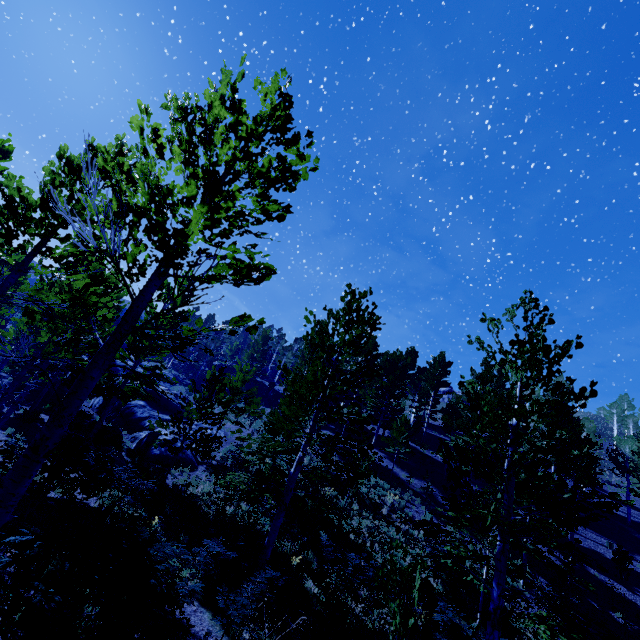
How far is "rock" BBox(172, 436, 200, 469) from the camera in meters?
17.6 m

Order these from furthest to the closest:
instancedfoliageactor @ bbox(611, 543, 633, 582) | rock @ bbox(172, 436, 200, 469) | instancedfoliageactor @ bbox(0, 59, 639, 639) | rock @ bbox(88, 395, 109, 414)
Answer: rock @ bbox(88, 395, 109, 414) < rock @ bbox(172, 436, 200, 469) < instancedfoliageactor @ bbox(611, 543, 633, 582) < instancedfoliageactor @ bbox(0, 59, 639, 639)

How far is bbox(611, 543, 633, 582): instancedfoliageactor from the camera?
16.75m

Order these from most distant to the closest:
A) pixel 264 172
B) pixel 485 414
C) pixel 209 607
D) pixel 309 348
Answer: pixel 309 348 → pixel 485 414 → pixel 209 607 → pixel 264 172

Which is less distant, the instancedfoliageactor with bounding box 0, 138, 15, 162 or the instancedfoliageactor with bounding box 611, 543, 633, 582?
the instancedfoliageactor with bounding box 0, 138, 15, 162

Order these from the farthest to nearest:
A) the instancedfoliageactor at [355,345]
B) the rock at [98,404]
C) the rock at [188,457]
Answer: the rock at [98,404], the rock at [188,457], the instancedfoliageactor at [355,345]

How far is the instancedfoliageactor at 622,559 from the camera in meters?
16.8

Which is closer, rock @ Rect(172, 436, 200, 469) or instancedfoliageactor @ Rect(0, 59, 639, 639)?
instancedfoliageactor @ Rect(0, 59, 639, 639)
